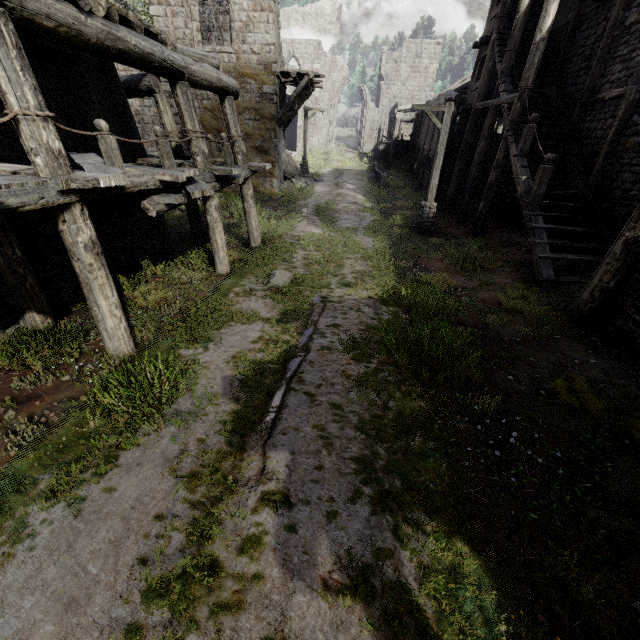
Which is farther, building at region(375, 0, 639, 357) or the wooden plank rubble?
the wooden plank rubble

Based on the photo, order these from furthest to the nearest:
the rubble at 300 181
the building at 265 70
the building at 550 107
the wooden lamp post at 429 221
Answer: the rubble at 300 181, the wooden lamp post at 429 221, the building at 550 107, the building at 265 70

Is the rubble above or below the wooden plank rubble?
below

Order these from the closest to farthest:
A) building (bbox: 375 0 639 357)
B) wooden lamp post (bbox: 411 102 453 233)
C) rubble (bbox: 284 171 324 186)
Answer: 1. building (bbox: 375 0 639 357)
2. wooden lamp post (bbox: 411 102 453 233)
3. rubble (bbox: 284 171 324 186)

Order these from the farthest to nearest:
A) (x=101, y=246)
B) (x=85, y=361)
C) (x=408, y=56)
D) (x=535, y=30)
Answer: (x=408, y=56)
(x=535, y=30)
(x=101, y=246)
(x=85, y=361)

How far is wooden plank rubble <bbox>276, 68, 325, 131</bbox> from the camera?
17.39m

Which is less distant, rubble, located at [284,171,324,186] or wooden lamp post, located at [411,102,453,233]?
wooden lamp post, located at [411,102,453,233]

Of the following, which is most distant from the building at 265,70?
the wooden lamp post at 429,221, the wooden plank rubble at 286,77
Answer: the wooden lamp post at 429,221
